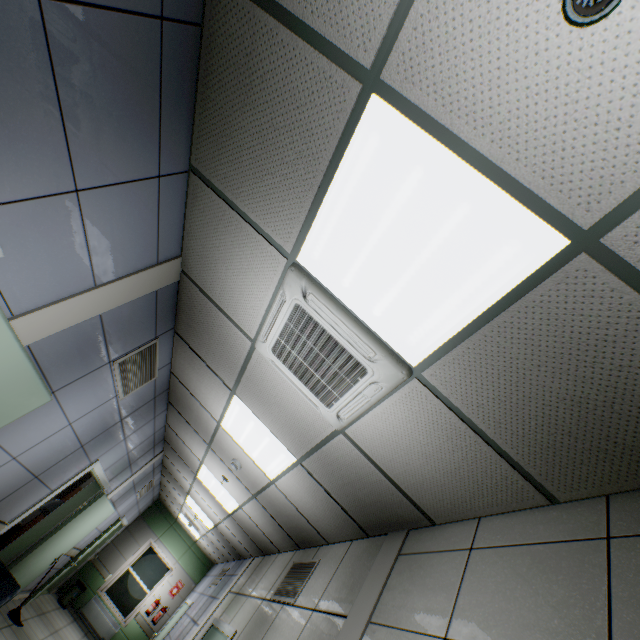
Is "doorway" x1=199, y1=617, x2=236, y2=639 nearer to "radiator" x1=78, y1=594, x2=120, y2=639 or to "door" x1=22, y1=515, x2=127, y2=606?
"door" x1=22, y1=515, x2=127, y2=606

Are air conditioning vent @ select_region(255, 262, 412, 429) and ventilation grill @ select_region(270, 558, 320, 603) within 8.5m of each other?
yes

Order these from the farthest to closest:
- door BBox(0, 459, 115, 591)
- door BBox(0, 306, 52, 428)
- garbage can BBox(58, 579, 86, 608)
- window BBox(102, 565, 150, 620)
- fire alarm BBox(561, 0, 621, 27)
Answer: window BBox(102, 565, 150, 620)
garbage can BBox(58, 579, 86, 608)
door BBox(0, 459, 115, 591)
door BBox(0, 306, 52, 428)
fire alarm BBox(561, 0, 621, 27)

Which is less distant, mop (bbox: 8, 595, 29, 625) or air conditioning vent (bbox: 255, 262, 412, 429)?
air conditioning vent (bbox: 255, 262, 412, 429)

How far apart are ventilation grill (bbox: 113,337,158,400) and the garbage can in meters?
9.8 m

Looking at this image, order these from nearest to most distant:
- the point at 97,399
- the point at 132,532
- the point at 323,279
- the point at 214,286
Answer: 1. the point at 323,279
2. the point at 214,286
3. the point at 97,399
4. the point at 132,532

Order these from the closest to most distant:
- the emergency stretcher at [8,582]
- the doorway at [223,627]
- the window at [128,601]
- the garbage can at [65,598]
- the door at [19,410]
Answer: the door at [19,410] < the emergency stretcher at [8,582] < the doorway at [223,627] < the garbage can at [65,598] < the window at [128,601]

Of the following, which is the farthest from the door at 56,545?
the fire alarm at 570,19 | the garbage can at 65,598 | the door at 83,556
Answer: the fire alarm at 570,19
